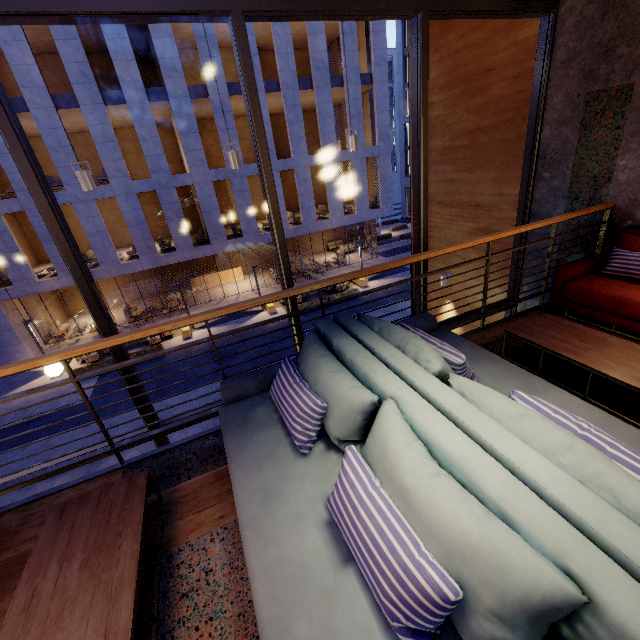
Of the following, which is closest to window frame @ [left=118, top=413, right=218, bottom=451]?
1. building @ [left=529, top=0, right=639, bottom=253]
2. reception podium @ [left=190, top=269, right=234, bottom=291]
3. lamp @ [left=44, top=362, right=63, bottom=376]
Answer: building @ [left=529, top=0, right=639, bottom=253]

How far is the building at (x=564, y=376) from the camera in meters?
2.8 m

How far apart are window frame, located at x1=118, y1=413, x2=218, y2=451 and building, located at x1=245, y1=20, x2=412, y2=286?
16.8m

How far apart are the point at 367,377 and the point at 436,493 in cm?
84

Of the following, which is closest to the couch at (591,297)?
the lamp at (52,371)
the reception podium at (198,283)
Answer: the lamp at (52,371)

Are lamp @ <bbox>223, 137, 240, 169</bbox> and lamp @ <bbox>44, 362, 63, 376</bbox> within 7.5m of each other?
yes

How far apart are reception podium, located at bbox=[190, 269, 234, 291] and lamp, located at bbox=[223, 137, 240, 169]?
21.3m

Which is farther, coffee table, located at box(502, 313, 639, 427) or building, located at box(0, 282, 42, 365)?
building, located at box(0, 282, 42, 365)
